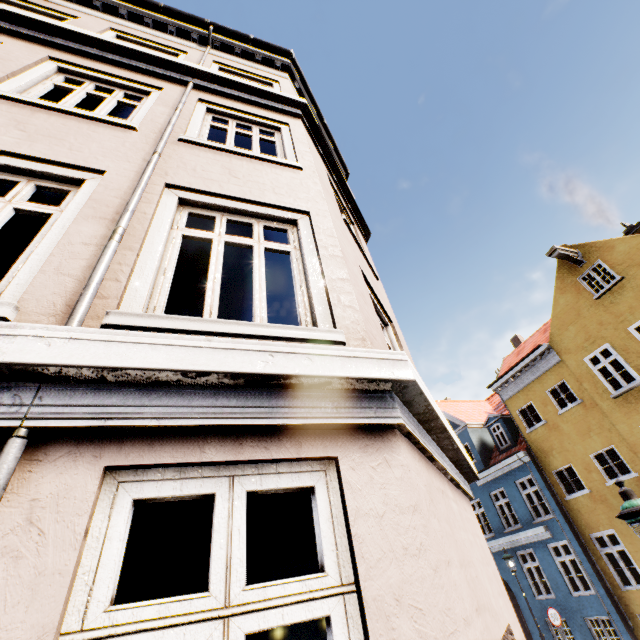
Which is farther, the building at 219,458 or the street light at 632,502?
the street light at 632,502

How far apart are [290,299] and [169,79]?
9.0m

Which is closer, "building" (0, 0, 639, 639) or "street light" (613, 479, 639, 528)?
"building" (0, 0, 639, 639)
